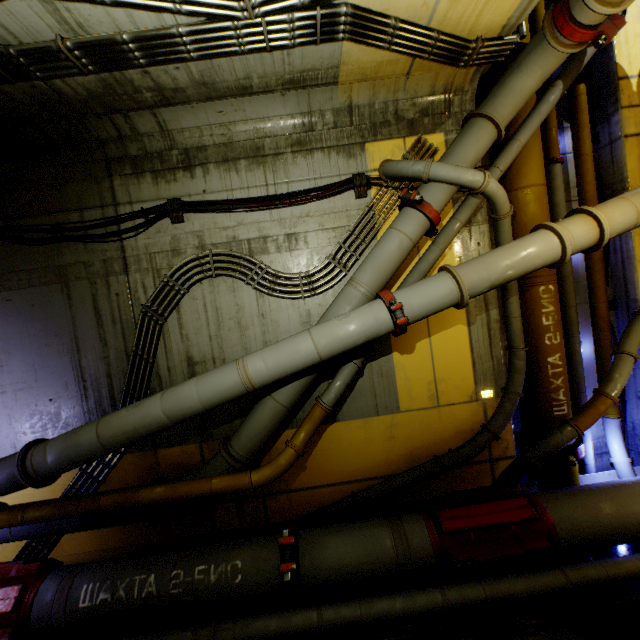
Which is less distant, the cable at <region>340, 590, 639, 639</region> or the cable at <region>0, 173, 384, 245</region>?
the cable at <region>340, 590, 639, 639</region>

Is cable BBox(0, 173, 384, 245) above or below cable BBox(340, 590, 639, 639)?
above

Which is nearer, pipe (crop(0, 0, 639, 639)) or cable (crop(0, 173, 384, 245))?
pipe (crop(0, 0, 639, 639))

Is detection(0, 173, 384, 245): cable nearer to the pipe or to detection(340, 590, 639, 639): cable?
the pipe

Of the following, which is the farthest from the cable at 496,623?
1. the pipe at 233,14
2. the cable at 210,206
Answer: the cable at 210,206

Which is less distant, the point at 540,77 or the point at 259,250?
the point at 540,77

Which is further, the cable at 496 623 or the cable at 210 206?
the cable at 210 206
